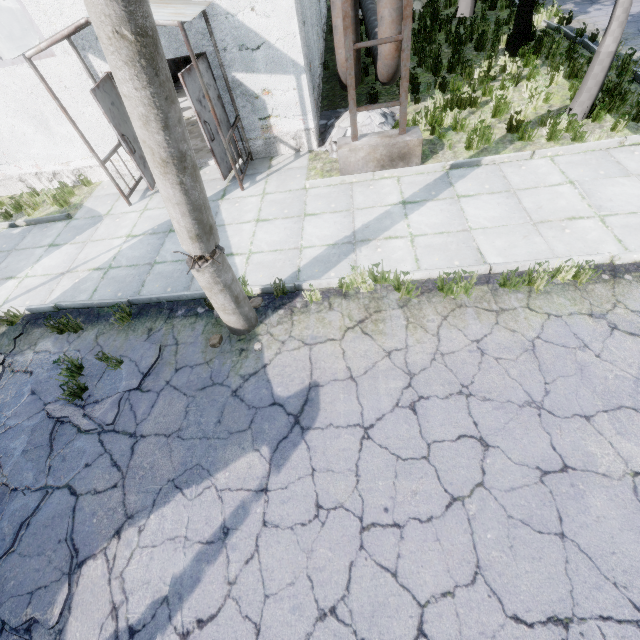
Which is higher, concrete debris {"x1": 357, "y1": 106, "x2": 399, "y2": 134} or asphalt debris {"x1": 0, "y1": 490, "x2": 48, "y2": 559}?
concrete debris {"x1": 357, "y1": 106, "x2": 399, "y2": 134}

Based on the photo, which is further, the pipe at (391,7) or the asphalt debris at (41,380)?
the pipe at (391,7)

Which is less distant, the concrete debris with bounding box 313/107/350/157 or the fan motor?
the concrete debris with bounding box 313/107/350/157

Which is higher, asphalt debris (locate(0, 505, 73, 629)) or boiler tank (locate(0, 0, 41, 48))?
boiler tank (locate(0, 0, 41, 48))

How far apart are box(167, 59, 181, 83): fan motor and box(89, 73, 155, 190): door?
6.71m

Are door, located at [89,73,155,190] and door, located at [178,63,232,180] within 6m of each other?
yes

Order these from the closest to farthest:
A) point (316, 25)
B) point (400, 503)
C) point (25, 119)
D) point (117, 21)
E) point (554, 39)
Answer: point (117, 21) < point (400, 503) < point (25, 119) < point (554, 39) < point (316, 25)

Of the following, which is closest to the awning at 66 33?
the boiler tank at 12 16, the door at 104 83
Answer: the door at 104 83
